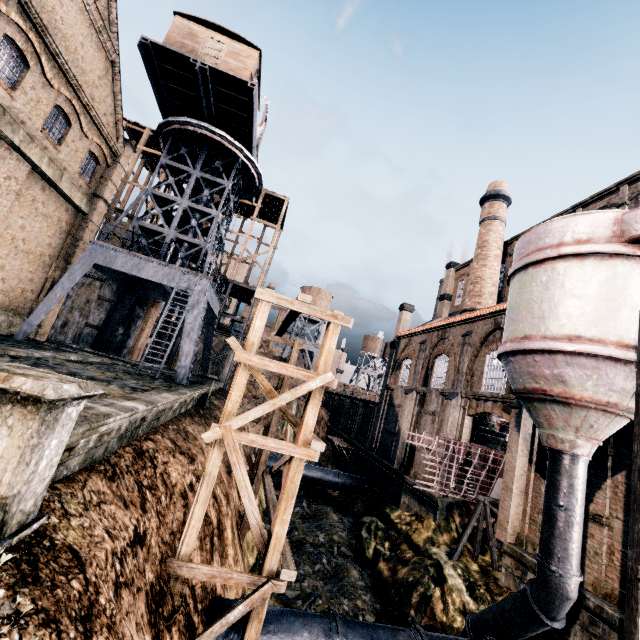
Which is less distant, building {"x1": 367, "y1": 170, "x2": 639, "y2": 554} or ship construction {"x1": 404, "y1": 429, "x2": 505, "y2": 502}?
building {"x1": 367, "y1": 170, "x2": 639, "y2": 554}

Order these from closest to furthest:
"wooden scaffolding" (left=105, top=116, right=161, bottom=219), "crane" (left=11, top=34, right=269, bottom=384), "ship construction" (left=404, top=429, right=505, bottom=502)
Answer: "ship construction" (left=404, top=429, right=505, bottom=502) < "crane" (left=11, top=34, right=269, bottom=384) < "wooden scaffolding" (left=105, top=116, right=161, bottom=219)

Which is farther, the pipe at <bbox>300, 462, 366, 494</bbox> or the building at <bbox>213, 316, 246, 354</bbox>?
the building at <bbox>213, 316, 246, 354</bbox>

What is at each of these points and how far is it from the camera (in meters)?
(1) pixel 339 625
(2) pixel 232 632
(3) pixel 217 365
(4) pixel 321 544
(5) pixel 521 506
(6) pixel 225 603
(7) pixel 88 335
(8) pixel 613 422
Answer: (1) pipe, 9.65
(2) pipe, 8.76
(3) building, 34.19
(4) stone debris, 20.33
(5) building, 15.24
(6) pipe, 9.38
(7) building, 27.47
(8) silo, 10.23

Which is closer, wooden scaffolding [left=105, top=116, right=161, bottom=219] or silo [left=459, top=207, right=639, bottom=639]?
silo [left=459, top=207, right=639, bottom=639]

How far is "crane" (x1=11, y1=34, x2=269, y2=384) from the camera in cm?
1884

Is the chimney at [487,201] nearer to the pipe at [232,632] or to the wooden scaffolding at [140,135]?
the pipe at [232,632]

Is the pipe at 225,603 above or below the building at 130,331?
below
